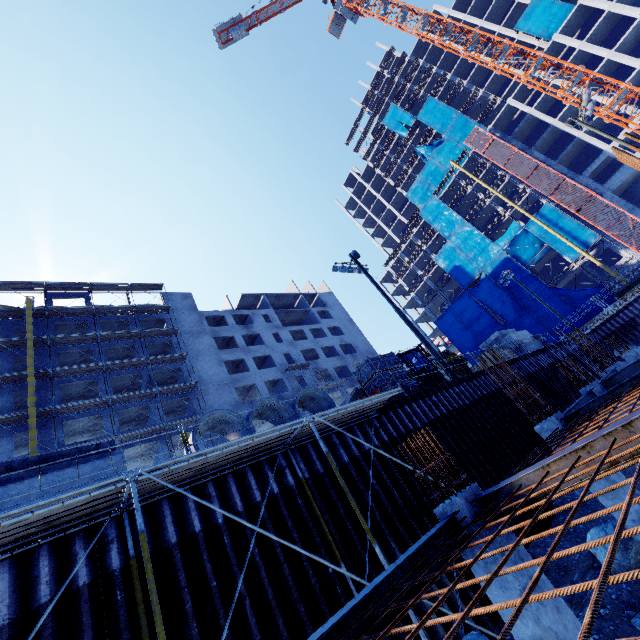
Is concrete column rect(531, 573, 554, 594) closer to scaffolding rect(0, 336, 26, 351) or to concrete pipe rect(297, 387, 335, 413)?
concrete pipe rect(297, 387, 335, 413)

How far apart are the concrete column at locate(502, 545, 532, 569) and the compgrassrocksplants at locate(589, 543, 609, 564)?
4.9 meters

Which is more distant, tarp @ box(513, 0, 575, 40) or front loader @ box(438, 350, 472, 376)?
tarp @ box(513, 0, 575, 40)

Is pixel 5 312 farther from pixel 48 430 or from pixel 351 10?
pixel 351 10

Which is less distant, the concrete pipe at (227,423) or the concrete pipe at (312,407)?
the concrete pipe at (227,423)

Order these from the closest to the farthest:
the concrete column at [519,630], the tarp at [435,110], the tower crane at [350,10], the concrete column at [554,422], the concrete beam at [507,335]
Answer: the concrete column at [519,630] < the concrete column at [554,422] < the concrete beam at [507,335] < the tower crane at [350,10] < the tarp at [435,110]

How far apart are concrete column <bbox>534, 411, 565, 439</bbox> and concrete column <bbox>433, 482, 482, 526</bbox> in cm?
433
